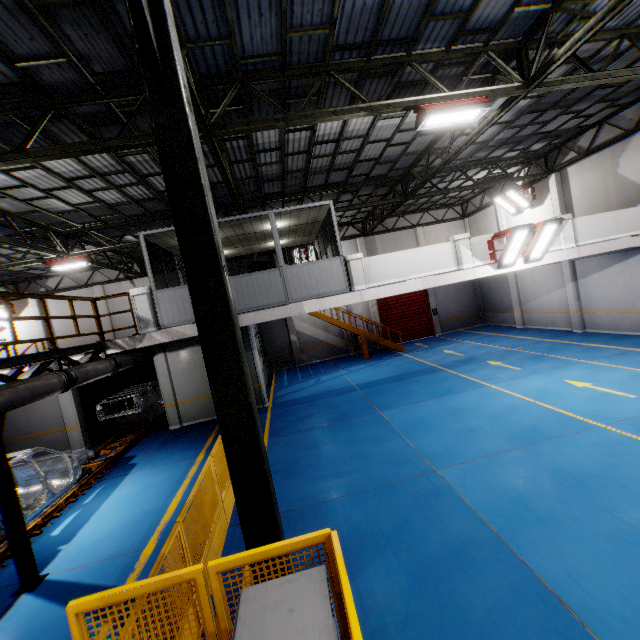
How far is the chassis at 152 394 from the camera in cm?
1339

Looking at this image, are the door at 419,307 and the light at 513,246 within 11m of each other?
no

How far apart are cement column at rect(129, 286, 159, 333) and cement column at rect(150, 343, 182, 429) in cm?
363

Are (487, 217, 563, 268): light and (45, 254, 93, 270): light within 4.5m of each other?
no

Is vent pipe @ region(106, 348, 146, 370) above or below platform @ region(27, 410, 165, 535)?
above

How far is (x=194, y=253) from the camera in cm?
374

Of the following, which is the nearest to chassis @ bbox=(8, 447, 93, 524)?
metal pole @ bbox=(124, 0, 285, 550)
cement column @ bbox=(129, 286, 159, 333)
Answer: cement column @ bbox=(129, 286, 159, 333)

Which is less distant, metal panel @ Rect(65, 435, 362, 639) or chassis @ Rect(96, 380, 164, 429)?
metal panel @ Rect(65, 435, 362, 639)
